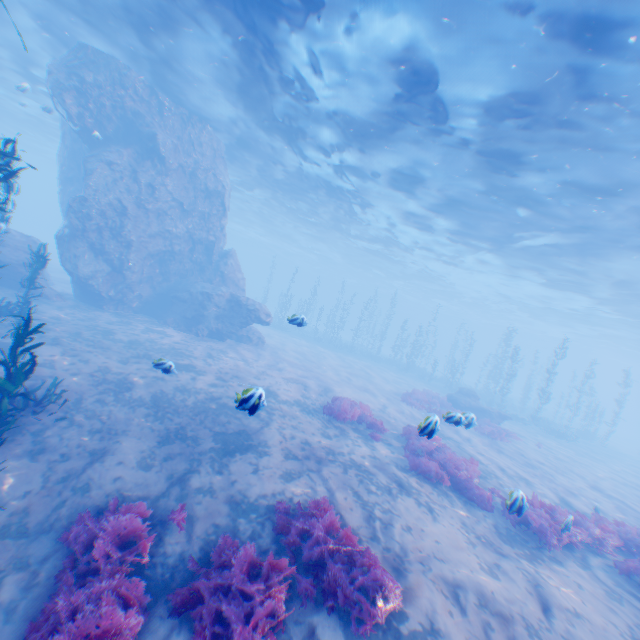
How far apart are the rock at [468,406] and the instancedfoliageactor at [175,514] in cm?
2013

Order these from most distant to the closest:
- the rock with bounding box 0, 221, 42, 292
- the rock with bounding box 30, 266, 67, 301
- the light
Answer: the rock with bounding box 30, 266, 67, 301 < the rock with bounding box 0, 221, 42, 292 < the light

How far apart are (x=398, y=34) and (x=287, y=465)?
13.1 meters

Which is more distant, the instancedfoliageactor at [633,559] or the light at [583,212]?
the light at [583,212]

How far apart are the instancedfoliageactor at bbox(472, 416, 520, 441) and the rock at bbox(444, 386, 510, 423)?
2.5 meters

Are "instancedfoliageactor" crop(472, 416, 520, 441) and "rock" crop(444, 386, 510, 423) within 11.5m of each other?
yes

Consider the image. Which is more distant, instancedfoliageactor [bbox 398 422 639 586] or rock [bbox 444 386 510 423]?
rock [bbox 444 386 510 423]

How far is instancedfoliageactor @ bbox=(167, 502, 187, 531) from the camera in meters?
5.8
